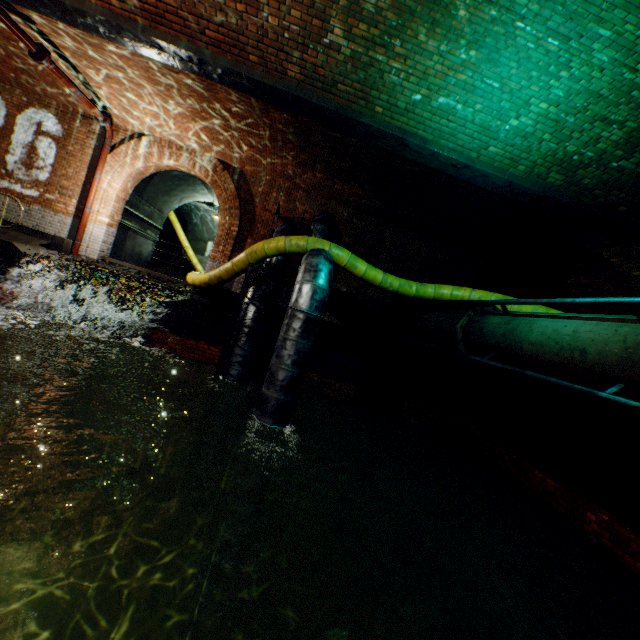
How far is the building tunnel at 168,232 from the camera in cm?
1225

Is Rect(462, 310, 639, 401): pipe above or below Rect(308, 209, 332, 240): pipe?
below

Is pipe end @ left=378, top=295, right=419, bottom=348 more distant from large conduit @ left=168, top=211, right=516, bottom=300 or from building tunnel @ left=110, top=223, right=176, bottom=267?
building tunnel @ left=110, top=223, right=176, bottom=267

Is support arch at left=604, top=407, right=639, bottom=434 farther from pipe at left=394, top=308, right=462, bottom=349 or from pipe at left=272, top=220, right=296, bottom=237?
pipe at left=272, top=220, right=296, bottom=237

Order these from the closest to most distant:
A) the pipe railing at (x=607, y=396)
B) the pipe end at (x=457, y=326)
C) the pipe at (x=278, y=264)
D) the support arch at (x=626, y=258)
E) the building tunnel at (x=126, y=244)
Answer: the pipe railing at (x=607, y=396) → the pipe end at (x=457, y=326) → the support arch at (x=626, y=258) → the pipe at (x=278, y=264) → the building tunnel at (x=126, y=244)

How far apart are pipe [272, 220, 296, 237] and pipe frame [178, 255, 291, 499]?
0.04m

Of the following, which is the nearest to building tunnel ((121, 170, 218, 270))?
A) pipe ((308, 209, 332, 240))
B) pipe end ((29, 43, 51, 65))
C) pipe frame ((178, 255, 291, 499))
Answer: pipe frame ((178, 255, 291, 499))

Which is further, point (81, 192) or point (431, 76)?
point (81, 192)
